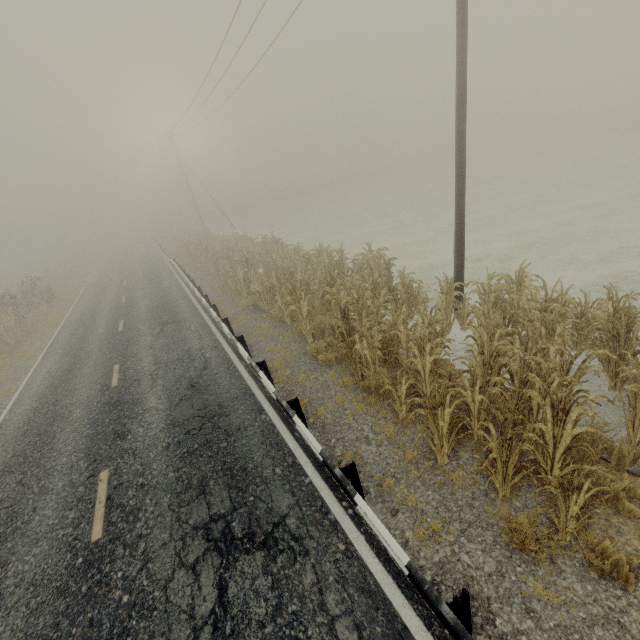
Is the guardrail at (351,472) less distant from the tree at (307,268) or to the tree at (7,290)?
the tree at (7,290)

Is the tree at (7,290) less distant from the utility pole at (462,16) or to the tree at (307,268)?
the tree at (307,268)

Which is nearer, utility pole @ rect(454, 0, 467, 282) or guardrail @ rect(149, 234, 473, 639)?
guardrail @ rect(149, 234, 473, 639)

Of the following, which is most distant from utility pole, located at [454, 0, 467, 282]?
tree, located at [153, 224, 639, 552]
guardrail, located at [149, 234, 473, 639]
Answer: guardrail, located at [149, 234, 473, 639]

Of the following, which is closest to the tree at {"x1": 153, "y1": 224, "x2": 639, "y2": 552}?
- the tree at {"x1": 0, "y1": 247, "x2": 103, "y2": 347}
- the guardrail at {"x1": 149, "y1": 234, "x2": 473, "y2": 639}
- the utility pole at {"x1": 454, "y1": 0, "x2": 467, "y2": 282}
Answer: the tree at {"x1": 0, "y1": 247, "x2": 103, "y2": 347}

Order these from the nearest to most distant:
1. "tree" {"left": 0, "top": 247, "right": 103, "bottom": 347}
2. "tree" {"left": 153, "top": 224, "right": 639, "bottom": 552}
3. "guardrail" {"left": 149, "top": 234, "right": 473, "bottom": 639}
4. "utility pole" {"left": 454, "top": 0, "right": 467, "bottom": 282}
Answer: "guardrail" {"left": 149, "top": 234, "right": 473, "bottom": 639} → "tree" {"left": 153, "top": 224, "right": 639, "bottom": 552} → "utility pole" {"left": 454, "top": 0, "right": 467, "bottom": 282} → "tree" {"left": 0, "top": 247, "right": 103, "bottom": 347}

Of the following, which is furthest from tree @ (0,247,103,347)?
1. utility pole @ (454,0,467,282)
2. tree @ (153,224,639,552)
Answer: utility pole @ (454,0,467,282)

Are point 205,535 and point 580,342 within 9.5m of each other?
yes
